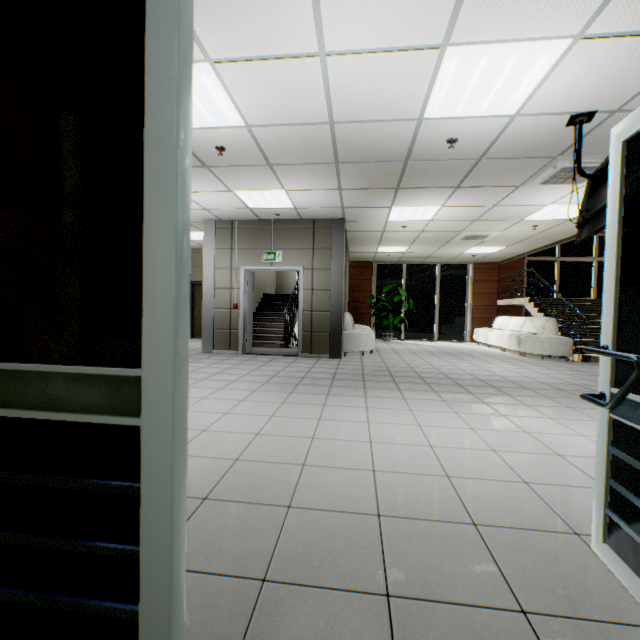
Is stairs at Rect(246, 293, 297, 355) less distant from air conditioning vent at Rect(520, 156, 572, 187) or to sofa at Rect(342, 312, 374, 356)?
sofa at Rect(342, 312, 374, 356)

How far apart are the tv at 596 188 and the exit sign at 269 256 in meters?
5.4

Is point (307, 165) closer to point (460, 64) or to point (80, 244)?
point (460, 64)

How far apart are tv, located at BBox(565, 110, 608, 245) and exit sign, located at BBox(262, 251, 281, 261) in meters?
5.4

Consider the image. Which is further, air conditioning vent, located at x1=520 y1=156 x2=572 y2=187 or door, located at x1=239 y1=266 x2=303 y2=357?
door, located at x1=239 y1=266 x2=303 y2=357

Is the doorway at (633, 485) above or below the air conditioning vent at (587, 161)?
below

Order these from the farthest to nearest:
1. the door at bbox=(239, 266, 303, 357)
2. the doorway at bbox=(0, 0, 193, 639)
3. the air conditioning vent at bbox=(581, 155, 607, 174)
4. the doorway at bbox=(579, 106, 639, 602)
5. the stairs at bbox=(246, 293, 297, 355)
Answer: the stairs at bbox=(246, 293, 297, 355) < the door at bbox=(239, 266, 303, 357) < the air conditioning vent at bbox=(581, 155, 607, 174) < the doorway at bbox=(579, 106, 639, 602) < the doorway at bbox=(0, 0, 193, 639)

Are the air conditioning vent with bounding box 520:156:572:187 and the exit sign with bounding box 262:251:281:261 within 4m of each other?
no
